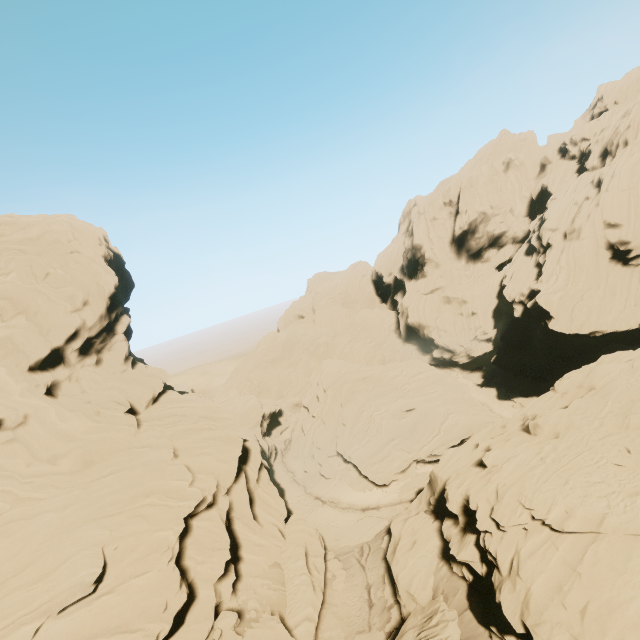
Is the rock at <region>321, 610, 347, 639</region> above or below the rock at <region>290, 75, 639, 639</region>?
below

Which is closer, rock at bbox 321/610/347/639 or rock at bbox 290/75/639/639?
rock at bbox 290/75/639/639

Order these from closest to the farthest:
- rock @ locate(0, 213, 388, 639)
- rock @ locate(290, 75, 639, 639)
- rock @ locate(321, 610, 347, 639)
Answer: rock @ locate(290, 75, 639, 639)
rock @ locate(0, 213, 388, 639)
rock @ locate(321, 610, 347, 639)

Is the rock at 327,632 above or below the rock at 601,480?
below

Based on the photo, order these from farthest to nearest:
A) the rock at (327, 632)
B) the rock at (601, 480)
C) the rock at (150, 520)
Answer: the rock at (327, 632), the rock at (150, 520), the rock at (601, 480)

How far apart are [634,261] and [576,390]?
28.63m
